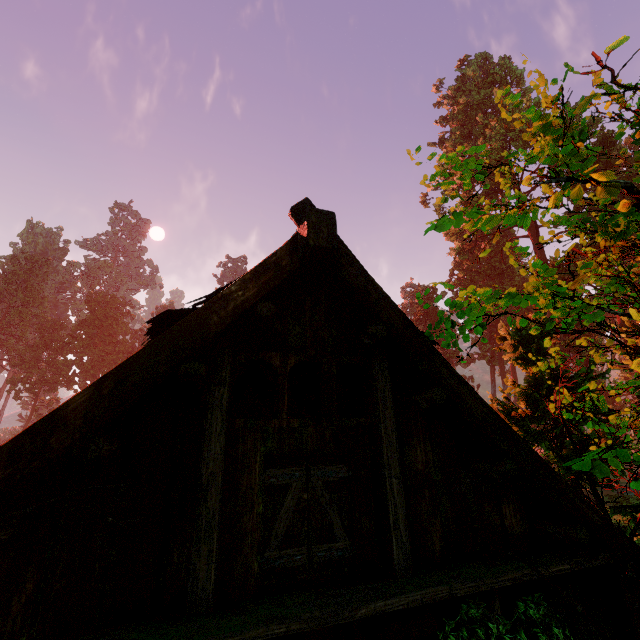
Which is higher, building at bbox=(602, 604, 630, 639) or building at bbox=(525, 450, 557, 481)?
building at bbox=(525, 450, 557, 481)

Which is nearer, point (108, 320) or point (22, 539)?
point (22, 539)

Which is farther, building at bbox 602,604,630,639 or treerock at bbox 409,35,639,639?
building at bbox 602,604,630,639

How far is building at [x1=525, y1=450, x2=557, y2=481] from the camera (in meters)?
3.93

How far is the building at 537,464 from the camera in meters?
3.9 m

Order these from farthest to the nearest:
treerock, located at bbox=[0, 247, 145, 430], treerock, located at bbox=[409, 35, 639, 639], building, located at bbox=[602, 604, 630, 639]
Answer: treerock, located at bbox=[0, 247, 145, 430] → building, located at bbox=[602, 604, 630, 639] → treerock, located at bbox=[409, 35, 639, 639]

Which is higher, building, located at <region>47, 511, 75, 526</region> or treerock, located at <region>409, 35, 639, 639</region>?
treerock, located at <region>409, 35, 639, 639</region>
